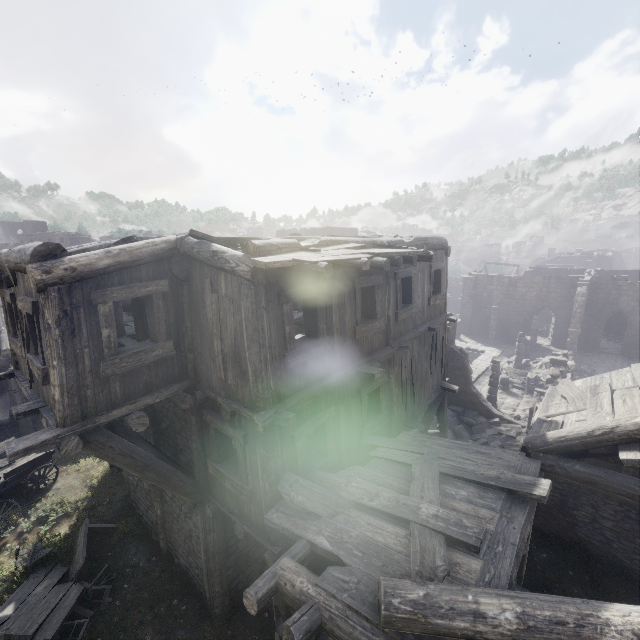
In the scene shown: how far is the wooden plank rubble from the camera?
4.8 meters

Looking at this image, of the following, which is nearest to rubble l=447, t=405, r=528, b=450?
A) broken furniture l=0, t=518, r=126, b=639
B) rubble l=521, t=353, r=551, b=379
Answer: rubble l=521, t=353, r=551, b=379

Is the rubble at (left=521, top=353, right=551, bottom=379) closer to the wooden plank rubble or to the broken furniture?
the wooden plank rubble

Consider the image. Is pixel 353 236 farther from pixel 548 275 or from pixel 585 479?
pixel 548 275

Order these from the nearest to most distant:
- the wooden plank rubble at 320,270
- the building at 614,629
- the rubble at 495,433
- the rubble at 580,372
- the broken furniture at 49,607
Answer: the building at 614,629
the wooden plank rubble at 320,270
the broken furniture at 49,607
the rubble at 495,433
the rubble at 580,372

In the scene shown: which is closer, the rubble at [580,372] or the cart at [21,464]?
the cart at [21,464]

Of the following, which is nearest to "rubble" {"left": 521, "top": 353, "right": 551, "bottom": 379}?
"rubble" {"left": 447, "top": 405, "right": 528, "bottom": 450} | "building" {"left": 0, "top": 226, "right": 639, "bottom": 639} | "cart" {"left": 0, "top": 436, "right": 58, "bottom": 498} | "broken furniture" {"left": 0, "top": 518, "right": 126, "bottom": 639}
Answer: "building" {"left": 0, "top": 226, "right": 639, "bottom": 639}

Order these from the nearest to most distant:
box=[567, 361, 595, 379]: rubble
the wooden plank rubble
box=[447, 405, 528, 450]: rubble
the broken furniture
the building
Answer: the building → the wooden plank rubble → the broken furniture → box=[447, 405, 528, 450]: rubble → box=[567, 361, 595, 379]: rubble
